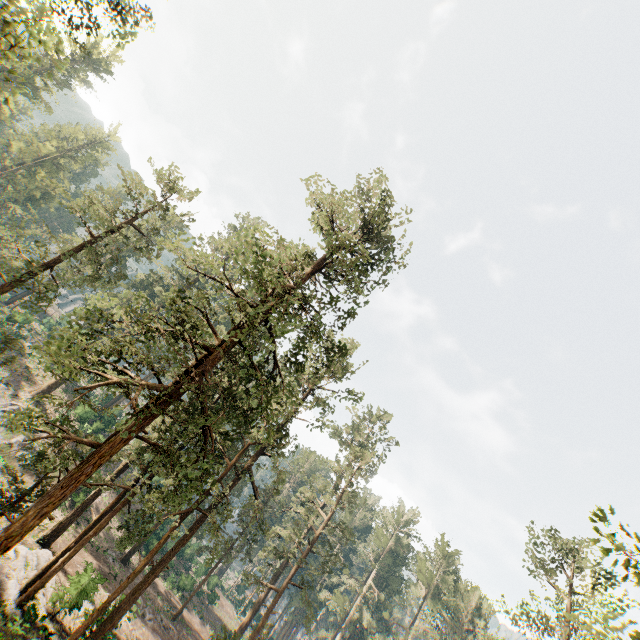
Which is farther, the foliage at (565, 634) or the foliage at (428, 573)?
the foliage at (428, 573)

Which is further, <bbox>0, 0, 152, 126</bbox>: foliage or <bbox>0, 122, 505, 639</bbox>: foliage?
<bbox>0, 122, 505, 639</bbox>: foliage

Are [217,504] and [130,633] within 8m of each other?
no
